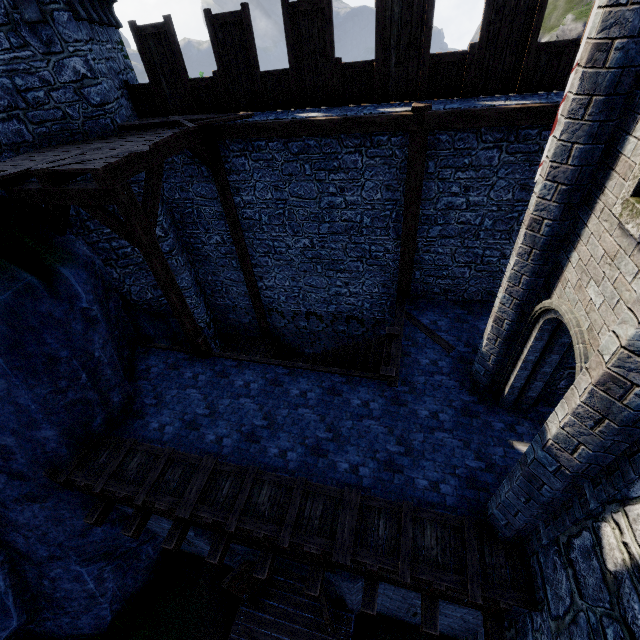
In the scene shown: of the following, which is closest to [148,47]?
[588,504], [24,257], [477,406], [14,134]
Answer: [14,134]

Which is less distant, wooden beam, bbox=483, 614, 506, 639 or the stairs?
wooden beam, bbox=483, 614, 506, 639

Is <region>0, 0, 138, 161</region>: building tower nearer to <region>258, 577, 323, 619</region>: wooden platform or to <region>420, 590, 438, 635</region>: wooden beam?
<region>258, 577, 323, 619</region>: wooden platform

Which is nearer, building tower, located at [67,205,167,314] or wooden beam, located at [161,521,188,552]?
wooden beam, located at [161,521,188,552]

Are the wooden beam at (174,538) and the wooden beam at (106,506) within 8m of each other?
yes

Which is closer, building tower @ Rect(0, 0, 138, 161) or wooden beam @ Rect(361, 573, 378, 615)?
wooden beam @ Rect(361, 573, 378, 615)

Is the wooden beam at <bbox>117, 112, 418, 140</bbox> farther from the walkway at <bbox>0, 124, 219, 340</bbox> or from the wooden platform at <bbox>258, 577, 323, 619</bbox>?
the wooden platform at <bbox>258, 577, 323, 619</bbox>

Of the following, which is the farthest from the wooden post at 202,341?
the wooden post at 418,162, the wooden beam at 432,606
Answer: the wooden beam at 432,606
